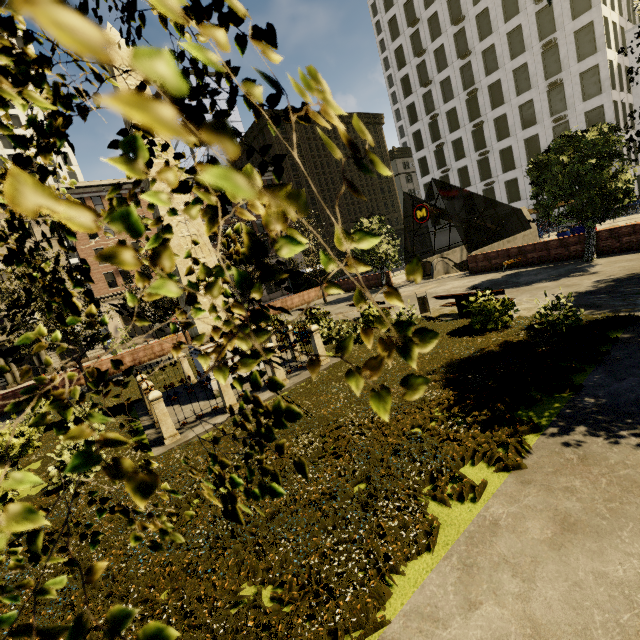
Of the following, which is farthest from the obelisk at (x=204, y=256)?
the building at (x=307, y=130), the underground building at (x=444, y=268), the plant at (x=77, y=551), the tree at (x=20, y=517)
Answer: the building at (x=307, y=130)

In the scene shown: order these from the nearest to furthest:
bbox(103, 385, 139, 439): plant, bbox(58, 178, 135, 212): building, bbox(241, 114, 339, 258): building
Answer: bbox(103, 385, 139, 439): plant → bbox(58, 178, 135, 212): building → bbox(241, 114, 339, 258): building

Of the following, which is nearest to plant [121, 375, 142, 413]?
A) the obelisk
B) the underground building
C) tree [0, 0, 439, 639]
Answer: tree [0, 0, 439, 639]

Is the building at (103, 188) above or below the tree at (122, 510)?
above

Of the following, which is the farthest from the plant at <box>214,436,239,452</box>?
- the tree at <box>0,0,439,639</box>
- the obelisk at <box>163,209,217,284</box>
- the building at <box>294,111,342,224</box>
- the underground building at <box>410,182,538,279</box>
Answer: the building at <box>294,111,342,224</box>

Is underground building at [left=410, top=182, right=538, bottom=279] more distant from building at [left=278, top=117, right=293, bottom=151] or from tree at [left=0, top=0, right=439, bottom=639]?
building at [left=278, top=117, right=293, bottom=151]

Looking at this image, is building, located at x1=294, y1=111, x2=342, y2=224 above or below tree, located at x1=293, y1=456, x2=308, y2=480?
above

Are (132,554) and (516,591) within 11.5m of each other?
yes
